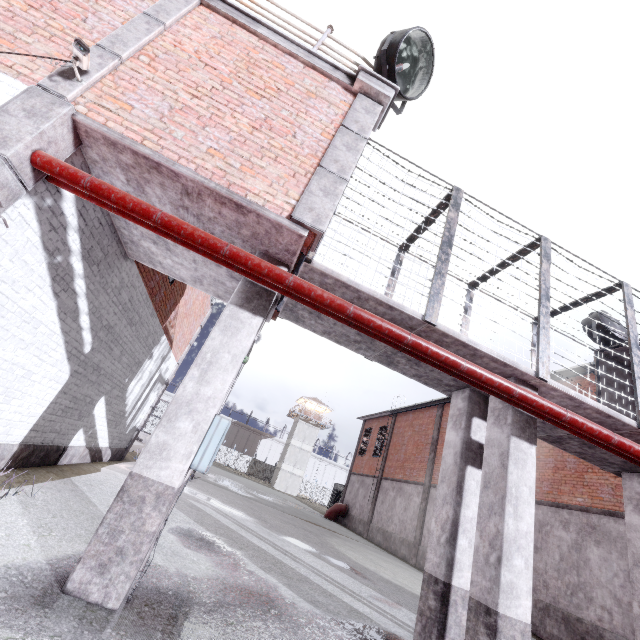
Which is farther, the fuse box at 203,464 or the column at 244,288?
the fuse box at 203,464

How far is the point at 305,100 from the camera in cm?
486

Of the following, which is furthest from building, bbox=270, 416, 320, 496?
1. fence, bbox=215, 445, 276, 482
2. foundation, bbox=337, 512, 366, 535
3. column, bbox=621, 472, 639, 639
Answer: column, bbox=621, 472, 639, 639

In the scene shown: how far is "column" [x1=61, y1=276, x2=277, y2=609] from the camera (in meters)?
2.85

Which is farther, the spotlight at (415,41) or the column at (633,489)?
the column at (633,489)

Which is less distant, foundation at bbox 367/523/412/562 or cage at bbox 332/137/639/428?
cage at bbox 332/137/639/428

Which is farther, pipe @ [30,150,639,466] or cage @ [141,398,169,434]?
cage @ [141,398,169,434]

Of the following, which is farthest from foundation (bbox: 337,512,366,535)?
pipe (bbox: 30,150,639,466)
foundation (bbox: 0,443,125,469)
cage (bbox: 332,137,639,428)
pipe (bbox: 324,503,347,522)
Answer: pipe (bbox: 30,150,639,466)
